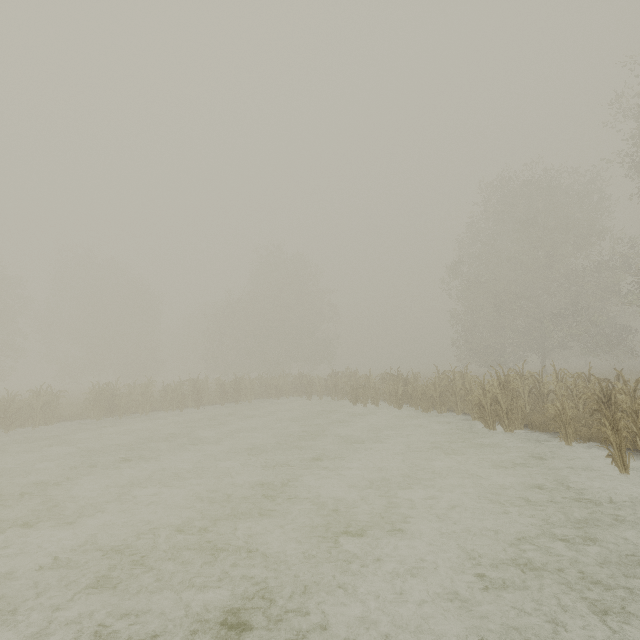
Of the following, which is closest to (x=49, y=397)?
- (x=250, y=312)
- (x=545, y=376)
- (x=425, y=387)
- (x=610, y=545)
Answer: (x=425, y=387)
